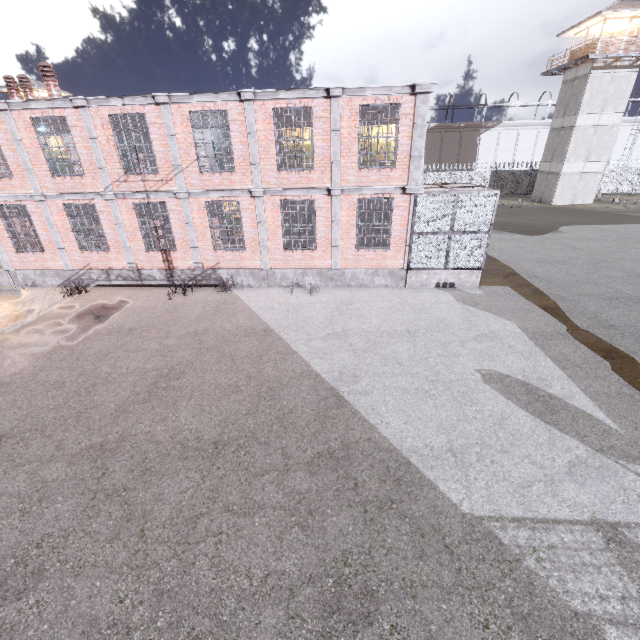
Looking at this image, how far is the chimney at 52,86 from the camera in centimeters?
1244cm

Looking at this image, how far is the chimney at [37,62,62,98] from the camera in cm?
1244

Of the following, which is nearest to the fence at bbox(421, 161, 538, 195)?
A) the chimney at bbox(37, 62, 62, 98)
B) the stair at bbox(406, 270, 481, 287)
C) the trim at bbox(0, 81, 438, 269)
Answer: the trim at bbox(0, 81, 438, 269)

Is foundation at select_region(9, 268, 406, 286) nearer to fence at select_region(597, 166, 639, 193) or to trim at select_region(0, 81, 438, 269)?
trim at select_region(0, 81, 438, 269)

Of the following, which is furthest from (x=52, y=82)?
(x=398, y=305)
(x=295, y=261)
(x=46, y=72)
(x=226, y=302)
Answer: (x=398, y=305)

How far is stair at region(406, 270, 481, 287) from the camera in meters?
13.3

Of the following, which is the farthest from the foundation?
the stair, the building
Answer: the building

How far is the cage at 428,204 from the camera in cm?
1200
